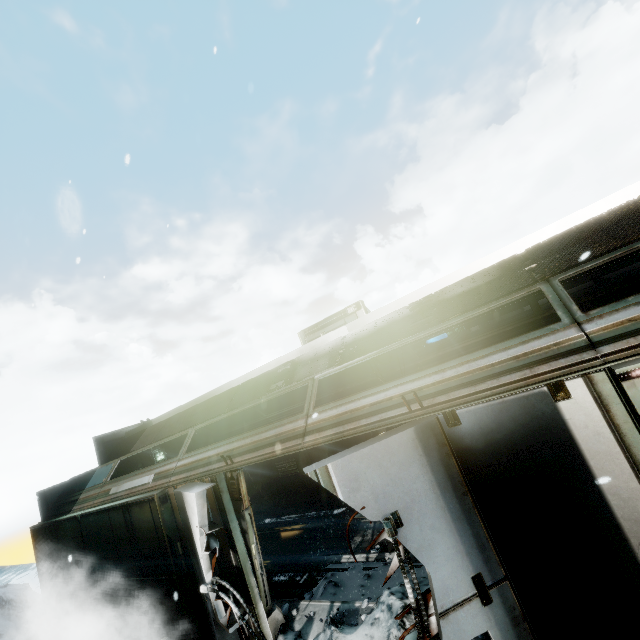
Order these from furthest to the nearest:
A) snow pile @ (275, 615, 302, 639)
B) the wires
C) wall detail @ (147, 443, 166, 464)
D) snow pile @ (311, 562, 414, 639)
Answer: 1. wall detail @ (147, 443, 166, 464)
2. snow pile @ (275, 615, 302, 639)
3. snow pile @ (311, 562, 414, 639)
4. the wires

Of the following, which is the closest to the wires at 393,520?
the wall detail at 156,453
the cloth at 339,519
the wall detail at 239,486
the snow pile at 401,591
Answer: the snow pile at 401,591

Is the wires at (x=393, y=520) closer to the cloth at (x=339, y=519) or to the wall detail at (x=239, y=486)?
the wall detail at (x=239, y=486)

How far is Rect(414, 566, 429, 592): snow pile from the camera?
5.0 meters

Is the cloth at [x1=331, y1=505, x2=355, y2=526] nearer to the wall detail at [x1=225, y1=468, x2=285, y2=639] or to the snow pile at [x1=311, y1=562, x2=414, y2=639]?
the snow pile at [x1=311, y1=562, x2=414, y2=639]

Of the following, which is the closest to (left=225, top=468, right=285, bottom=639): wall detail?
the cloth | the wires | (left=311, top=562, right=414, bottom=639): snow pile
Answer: (left=311, top=562, right=414, bottom=639): snow pile

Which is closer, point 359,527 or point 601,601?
point 601,601

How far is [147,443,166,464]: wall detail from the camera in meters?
12.6
